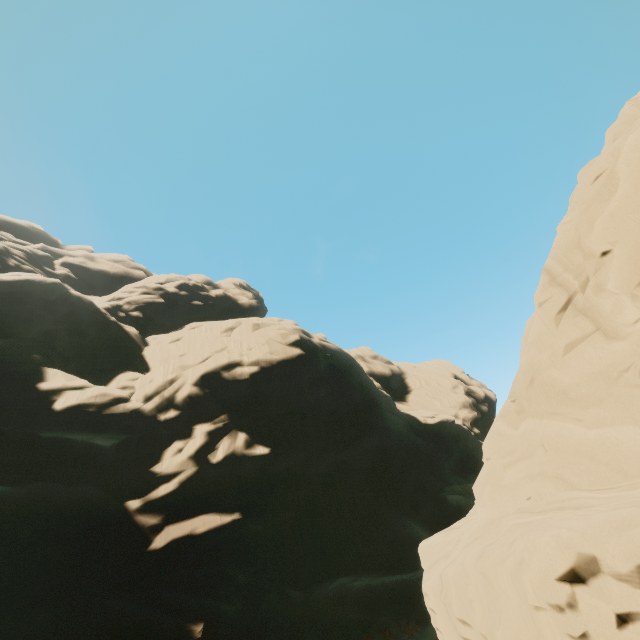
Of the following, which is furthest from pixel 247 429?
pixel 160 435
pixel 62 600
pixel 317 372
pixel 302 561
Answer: pixel 62 600
